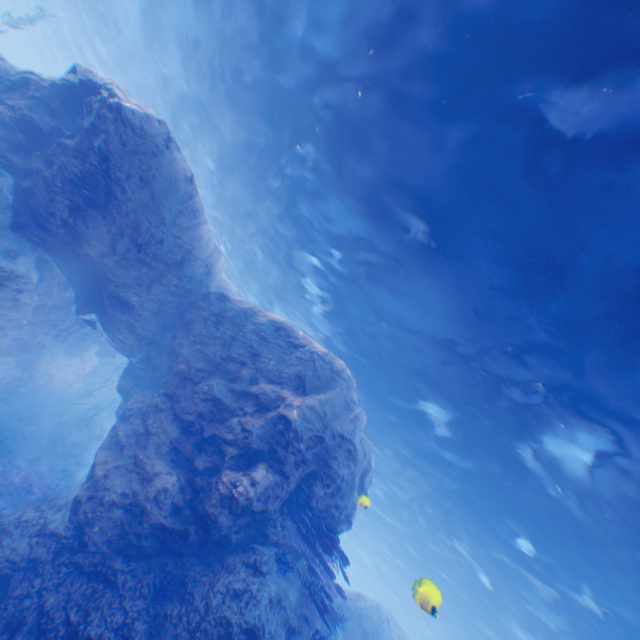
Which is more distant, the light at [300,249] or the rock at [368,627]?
the rock at [368,627]

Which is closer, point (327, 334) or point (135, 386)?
point (135, 386)

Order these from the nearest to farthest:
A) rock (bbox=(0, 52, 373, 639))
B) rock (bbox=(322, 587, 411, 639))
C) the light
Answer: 1. the light
2. rock (bbox=(0, 52, 373, 639))
3. rock (bbox=(322, 587, 411, 639))

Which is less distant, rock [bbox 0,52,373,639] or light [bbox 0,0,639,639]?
light [bbox 0,0,639,639]

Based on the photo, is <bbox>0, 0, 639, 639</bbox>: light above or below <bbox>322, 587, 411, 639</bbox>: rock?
above
